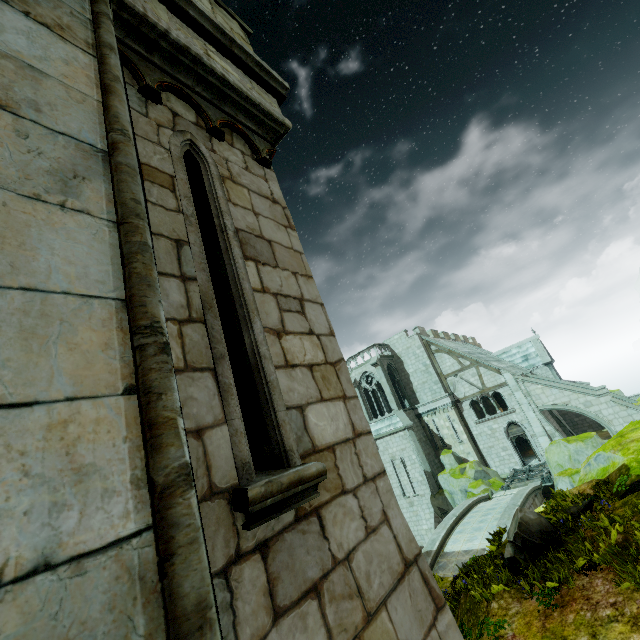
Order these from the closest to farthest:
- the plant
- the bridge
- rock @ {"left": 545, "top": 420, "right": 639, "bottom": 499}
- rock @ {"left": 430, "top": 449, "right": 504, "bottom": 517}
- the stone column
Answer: the stone column, the plant, rock @ {"left": 545, "top": 420, "right": 639, "bottom": 499}, the bridge, rock @ {"left": 430, "top": 449, "right": 504, "bottom": 517}

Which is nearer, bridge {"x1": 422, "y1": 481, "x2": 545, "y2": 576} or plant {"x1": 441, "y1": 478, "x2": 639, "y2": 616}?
plant {"x1": 441, "y1": 478, "x2": 639, "y2": 616}

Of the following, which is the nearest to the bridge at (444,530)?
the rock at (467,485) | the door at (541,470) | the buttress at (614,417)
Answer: the rock at (467,485)

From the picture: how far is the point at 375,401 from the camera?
33.1m

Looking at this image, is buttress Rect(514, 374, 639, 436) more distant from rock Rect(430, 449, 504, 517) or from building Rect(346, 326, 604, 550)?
rock Rect(430, 449, 504, 517)

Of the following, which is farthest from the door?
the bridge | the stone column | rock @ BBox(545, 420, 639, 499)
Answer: the stone column

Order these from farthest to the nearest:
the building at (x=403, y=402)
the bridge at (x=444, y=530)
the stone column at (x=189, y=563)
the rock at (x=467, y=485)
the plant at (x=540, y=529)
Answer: the building at (x=403, y=402) < the rock at (x=467, y=485) < the bridge at (x=444, y=530) < the plant at (x=540, y=529) < the stone column at (x=189, y=563)

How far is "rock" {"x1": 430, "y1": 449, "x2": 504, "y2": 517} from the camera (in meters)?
21.52
